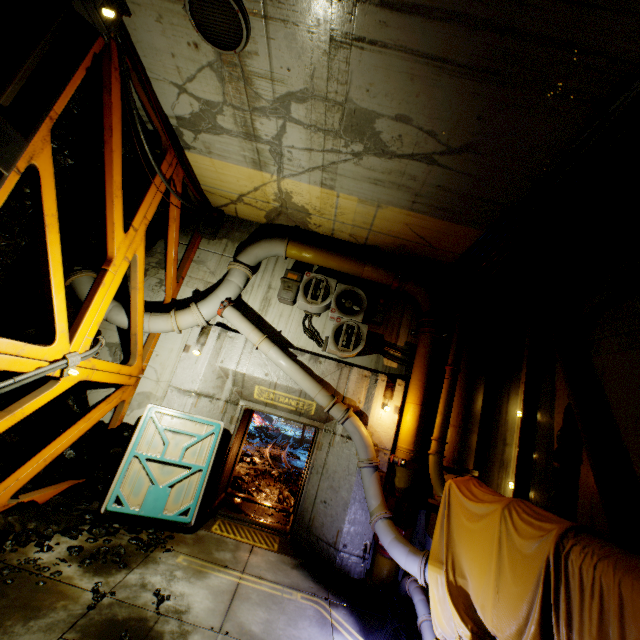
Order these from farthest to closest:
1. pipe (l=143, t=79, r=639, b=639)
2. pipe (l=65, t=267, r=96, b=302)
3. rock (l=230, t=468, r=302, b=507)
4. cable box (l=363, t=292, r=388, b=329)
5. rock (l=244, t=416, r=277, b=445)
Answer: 1. rock (l=244, t=416, r=277, b=445)
2. rock (l=230, t=468, r=302, b=507)
3. cable box (l=363, t=292, r=388, b=329)
4. pipe (l=65, t=267, r=96, b=302)
5. pipe (l=143, t=79, r=639, b=639)

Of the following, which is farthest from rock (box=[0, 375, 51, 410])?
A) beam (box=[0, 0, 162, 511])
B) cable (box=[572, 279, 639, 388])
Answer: cable (box=[572, 279, 639, 388])

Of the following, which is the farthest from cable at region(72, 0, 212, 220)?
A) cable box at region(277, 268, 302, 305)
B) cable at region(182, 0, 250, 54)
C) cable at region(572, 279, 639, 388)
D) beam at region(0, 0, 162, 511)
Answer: cable at region(572, 279, 639, 388)

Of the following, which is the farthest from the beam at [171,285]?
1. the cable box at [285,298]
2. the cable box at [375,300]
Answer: the cable box at [375,300]

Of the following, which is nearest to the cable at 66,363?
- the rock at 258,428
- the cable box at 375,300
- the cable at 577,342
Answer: the rock at 258,428

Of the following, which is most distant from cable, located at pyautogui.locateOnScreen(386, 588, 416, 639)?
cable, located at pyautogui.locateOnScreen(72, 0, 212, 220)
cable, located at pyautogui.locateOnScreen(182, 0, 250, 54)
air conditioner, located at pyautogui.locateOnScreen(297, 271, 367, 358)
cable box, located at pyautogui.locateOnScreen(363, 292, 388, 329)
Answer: cable, located at pyautogui.locateOnScreen(182, 0, 250, 54)

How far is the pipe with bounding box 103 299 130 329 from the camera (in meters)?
6.99

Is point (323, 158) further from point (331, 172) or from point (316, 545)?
point (316, 545)
